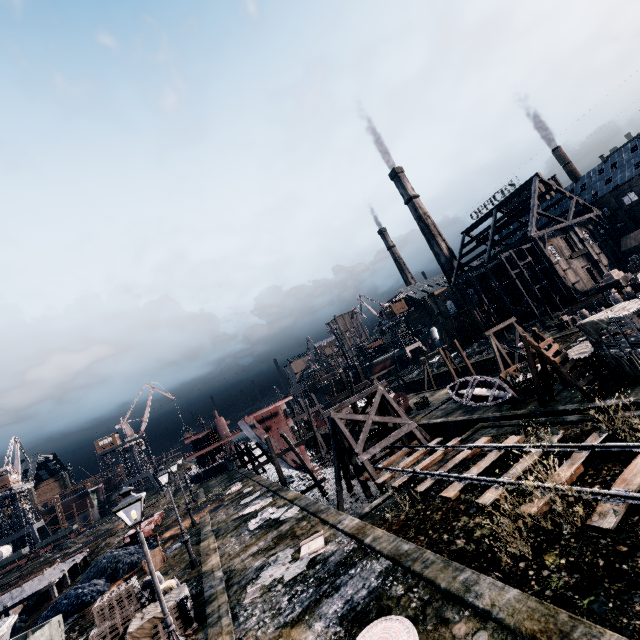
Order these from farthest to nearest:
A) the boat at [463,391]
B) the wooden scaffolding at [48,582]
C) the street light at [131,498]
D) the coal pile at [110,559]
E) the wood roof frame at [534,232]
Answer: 1. the wood roof frame at [534,232]
2. the wooden scaffolding at [48,582]
3. the boat at [463,391]
4. the coal pile at [110,559]
5. the street light at [131,498]

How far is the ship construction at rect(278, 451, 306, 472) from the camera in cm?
3494

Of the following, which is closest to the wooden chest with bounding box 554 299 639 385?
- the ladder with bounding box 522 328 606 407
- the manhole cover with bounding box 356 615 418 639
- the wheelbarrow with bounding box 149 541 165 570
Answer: the ladder with bounding box 522 328 606 407

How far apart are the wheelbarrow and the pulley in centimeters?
2235cm

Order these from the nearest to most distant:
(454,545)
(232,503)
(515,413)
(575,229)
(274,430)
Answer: (454,545)
(515,413)
(232,503)
(274,430)
(575,229)

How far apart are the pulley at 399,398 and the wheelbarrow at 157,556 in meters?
22.4 m

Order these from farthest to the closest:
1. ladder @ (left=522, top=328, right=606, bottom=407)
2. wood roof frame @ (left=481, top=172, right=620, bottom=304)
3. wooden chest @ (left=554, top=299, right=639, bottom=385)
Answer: wood roof frame @ (left=481, top=172, right=620, bottom=304) → ladder @ (left=522, top=328, right=606, bottom=407) → wooden chest @ (left=554, top=299, right=639, bottom=385)
